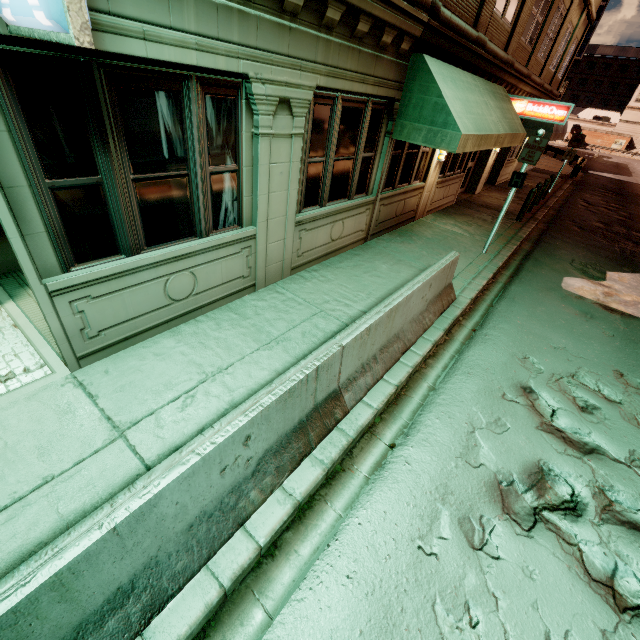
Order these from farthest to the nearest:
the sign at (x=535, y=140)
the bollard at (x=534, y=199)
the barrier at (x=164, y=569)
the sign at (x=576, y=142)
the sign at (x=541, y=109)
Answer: the sign at (x=576, y=142) < the bollard at (x=534, y=199) < the sign at (x=541, y=109) < the sign at (x=535, y=140) < the barrier at (x=164, y=569)

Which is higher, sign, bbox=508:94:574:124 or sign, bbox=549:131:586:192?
sign, bbox=508:94:574:124

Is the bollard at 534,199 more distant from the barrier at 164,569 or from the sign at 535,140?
the barrier at 164,569

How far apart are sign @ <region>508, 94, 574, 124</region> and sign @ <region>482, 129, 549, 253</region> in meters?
5.9 m

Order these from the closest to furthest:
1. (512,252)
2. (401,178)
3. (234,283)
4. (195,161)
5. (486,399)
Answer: (195,161) < (486,399) < (234,283) < (401,178) < (512,252)

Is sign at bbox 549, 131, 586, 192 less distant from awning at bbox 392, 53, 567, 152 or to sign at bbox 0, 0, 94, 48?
awning at bbox 392, 53, 567, 152

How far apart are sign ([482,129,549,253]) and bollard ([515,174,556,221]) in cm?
675

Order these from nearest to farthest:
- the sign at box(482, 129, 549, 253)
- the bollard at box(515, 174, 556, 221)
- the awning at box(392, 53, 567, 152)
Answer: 1. the awning at box(392, 53, 567, 152)
2. the sign at box(482, 129, 549, 253)
3. the bollard at box(515, 174, 556, 221)
